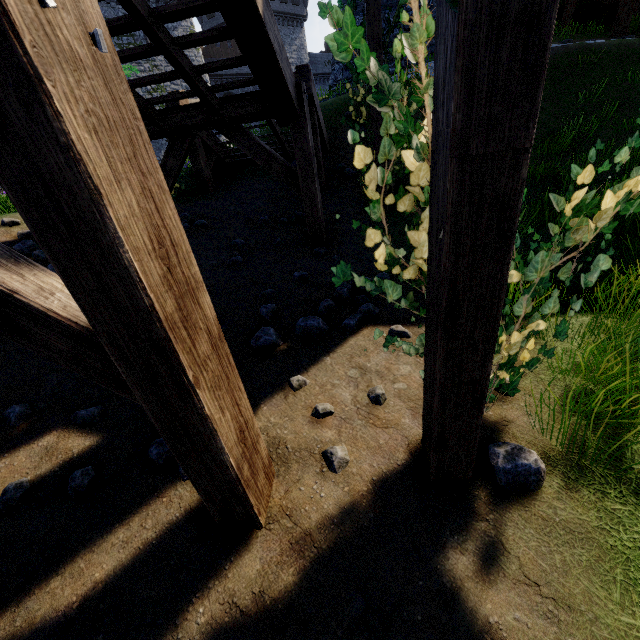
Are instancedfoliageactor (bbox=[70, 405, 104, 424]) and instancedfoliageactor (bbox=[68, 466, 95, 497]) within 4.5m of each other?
yes

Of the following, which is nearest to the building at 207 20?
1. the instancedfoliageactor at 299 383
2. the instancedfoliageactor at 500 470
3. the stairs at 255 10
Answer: the stairs at 255 10

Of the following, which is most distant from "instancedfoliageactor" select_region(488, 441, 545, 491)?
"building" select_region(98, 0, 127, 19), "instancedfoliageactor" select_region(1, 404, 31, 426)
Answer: "building" select_region(98, 0, 127, 19)

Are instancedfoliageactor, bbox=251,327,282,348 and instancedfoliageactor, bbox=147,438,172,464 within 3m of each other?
yes

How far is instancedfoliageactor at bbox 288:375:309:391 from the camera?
2.92m

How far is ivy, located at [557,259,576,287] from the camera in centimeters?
191cm

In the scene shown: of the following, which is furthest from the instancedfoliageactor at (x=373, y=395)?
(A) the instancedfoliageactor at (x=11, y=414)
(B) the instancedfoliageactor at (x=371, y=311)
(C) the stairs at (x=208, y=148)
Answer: (C) the stairs at (x=208, y=148)

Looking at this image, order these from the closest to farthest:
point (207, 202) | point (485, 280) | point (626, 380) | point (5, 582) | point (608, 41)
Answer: point (485, 280), point (5, 582), point (626, 380), point (207, 202), point (608, 41)
